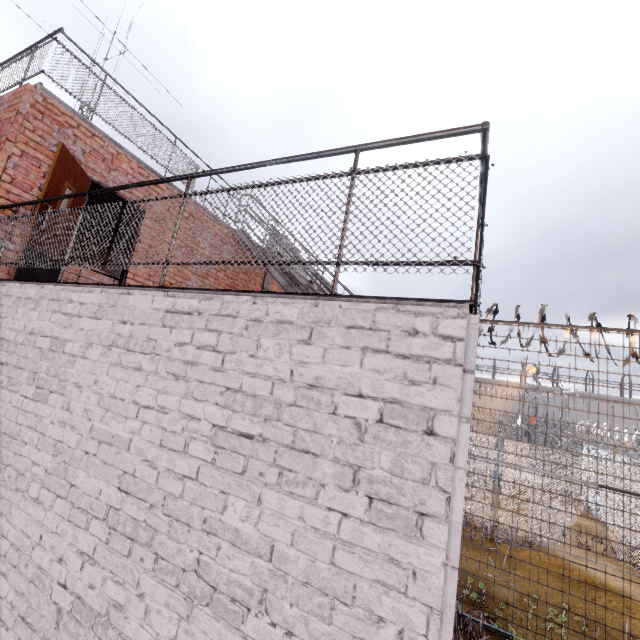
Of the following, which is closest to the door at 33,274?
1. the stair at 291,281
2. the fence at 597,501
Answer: the stair at 291,281

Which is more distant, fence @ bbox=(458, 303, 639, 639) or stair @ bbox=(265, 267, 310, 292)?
stair @ bbox=(265, 267, 310, 292)

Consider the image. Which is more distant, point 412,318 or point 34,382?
point 34,382

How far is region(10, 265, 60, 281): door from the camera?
4.18m

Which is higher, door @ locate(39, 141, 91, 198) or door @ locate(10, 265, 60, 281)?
door @ locate(39, 141, 91, 198)

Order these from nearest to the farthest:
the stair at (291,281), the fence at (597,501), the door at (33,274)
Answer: the door at (33,274) < the fence at (597,501) < the stair at (291,281)

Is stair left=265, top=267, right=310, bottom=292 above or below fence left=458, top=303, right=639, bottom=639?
above

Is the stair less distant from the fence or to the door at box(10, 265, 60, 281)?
the fence
